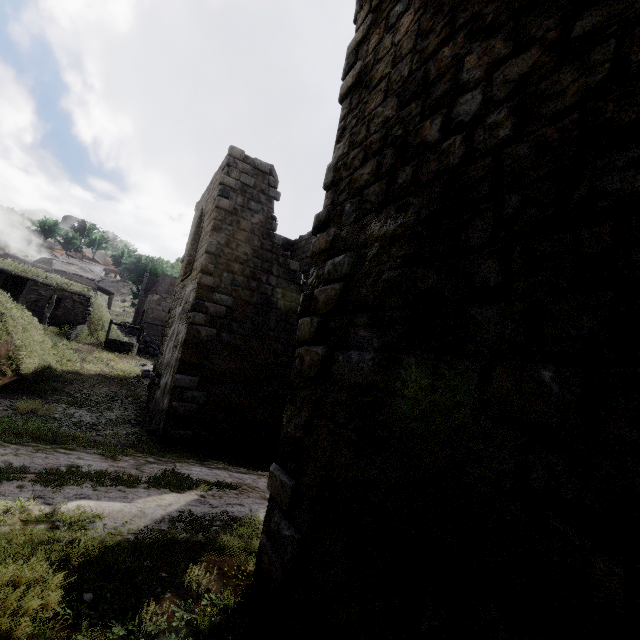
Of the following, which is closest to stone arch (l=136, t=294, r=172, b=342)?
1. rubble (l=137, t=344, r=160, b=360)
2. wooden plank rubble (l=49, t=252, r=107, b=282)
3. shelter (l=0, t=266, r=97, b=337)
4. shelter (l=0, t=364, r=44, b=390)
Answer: wooden plank rubble (l=49, t=252, r=107, b=282)

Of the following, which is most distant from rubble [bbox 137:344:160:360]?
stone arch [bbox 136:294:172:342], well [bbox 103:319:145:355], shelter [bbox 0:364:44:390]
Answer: stone arch [bbox 136:294:172:342]

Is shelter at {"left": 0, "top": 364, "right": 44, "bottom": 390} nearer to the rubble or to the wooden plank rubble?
the rubble

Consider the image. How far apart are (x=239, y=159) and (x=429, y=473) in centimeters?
1222cm

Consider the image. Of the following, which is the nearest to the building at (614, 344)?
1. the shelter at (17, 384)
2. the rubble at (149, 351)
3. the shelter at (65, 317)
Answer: the rubble at (149, 351)

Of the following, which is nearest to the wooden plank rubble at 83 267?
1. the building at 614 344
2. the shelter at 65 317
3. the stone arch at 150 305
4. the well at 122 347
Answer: the stone arch at 150 305

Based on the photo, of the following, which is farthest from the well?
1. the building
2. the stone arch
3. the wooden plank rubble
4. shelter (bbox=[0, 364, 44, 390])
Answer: the wooden plank rubble

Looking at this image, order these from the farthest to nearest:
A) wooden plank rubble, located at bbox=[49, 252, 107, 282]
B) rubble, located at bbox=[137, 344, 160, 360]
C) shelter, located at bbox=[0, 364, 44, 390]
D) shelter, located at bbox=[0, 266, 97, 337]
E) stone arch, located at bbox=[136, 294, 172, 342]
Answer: wooden plank rubble, located at bbox=[49, 252, 107, 282] < stone arch, located at bbox=[136, 294, 172, 342] < rubble, located at bbox=[137, 344, 160, 360] < shelter, located at bbox=[0, 266, 97, 337] < shelter, located at bbox=[0, 364, 44, 390]
